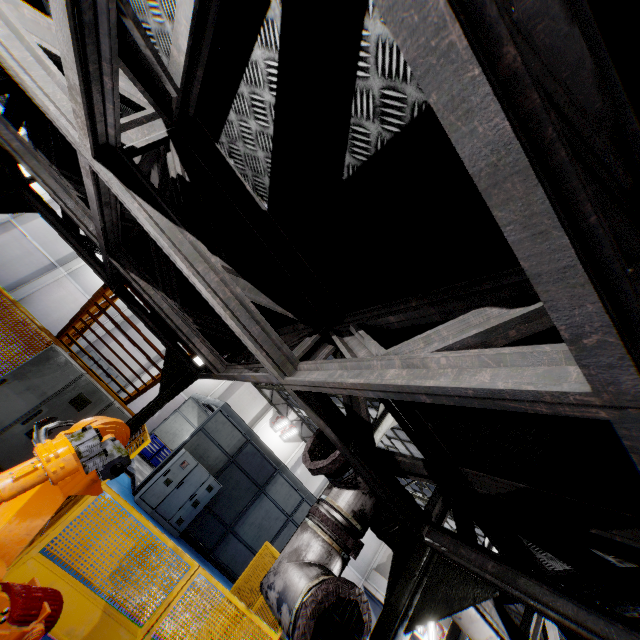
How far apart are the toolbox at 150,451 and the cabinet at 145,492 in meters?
6.7

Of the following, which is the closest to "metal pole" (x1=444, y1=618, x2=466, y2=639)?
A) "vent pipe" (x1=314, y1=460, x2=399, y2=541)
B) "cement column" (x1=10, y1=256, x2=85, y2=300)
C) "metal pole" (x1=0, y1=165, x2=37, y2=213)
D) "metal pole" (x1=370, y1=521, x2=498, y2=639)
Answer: "vent pipe" (x1=314, y1=460, x2=399, y2=541)

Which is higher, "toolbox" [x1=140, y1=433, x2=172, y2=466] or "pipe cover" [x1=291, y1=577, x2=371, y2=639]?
"pipe cover" [x1=291, y1=577, x2=371, y2=639]

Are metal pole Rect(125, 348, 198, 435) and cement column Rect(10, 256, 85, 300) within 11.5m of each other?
no

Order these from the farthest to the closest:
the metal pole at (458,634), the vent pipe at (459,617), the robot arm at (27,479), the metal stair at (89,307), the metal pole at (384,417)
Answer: the metal pole at (458,634) → the metal pole at (384,417) → the metal stair at (89,307) → the vent pipe at (459,617) → the robot arm at (27,479)

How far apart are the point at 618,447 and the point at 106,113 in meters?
3.5 m

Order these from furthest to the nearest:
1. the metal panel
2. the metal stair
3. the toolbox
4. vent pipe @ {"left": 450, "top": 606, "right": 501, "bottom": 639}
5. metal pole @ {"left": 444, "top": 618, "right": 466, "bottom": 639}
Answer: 1. the toolbox
2. metal pole @ {"left": 444, "top": 618, "right": 466, "bottom": 639}
3. the metal stair
4. the metal panel
5. vent pipe @ {"left": 450, "top": 606, "right": 501, "bottom": 639}

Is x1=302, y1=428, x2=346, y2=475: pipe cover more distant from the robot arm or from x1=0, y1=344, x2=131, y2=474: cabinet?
x1=0, y1=344, x2=131, y2=474: cabinet
